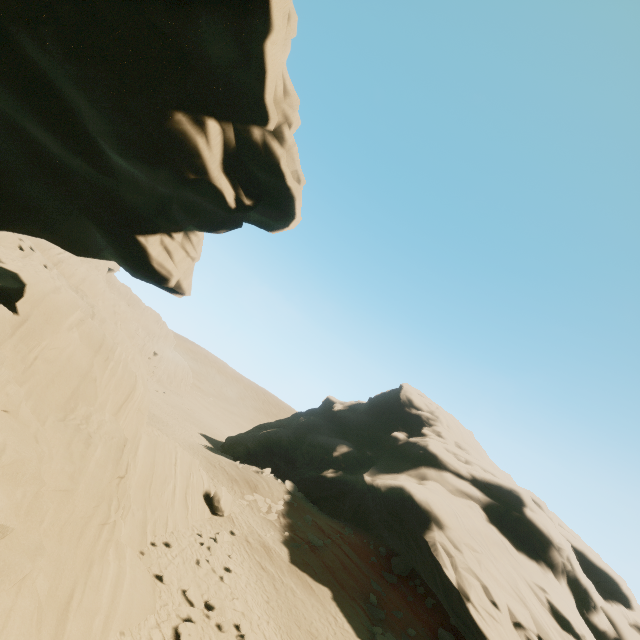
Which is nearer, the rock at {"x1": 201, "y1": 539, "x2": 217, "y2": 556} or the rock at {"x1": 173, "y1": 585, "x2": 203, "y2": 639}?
the rock at {"x1": 173, "y1": 585, "x2": 203, "y2": 639}

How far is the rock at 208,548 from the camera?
15.9m

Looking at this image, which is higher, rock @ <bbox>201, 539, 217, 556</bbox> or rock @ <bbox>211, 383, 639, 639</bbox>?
rock @ <bbox>211, 383, 639, 639</bbox>

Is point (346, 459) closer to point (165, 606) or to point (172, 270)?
point (165, 606)

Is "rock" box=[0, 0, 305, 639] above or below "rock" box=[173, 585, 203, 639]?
above

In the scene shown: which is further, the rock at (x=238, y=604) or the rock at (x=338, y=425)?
the rock at (x=338, y=425)
